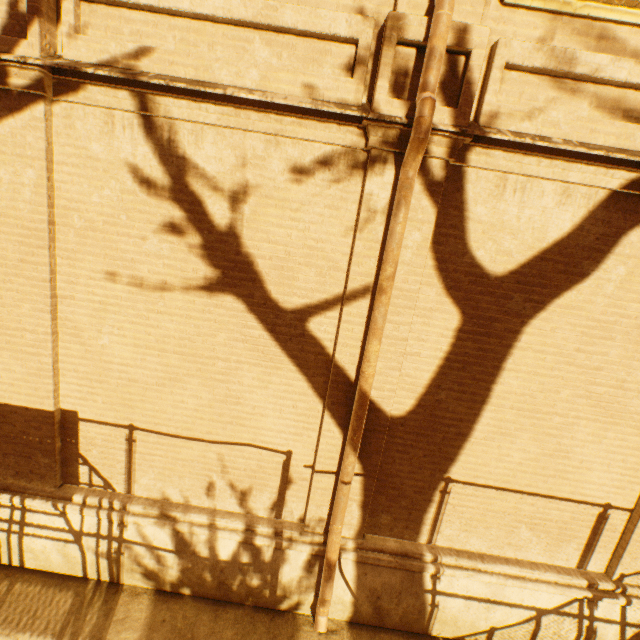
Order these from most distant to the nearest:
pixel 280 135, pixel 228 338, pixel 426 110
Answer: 1. pixel 228 338
2. pixel 280 135
3. pixel 426 110
